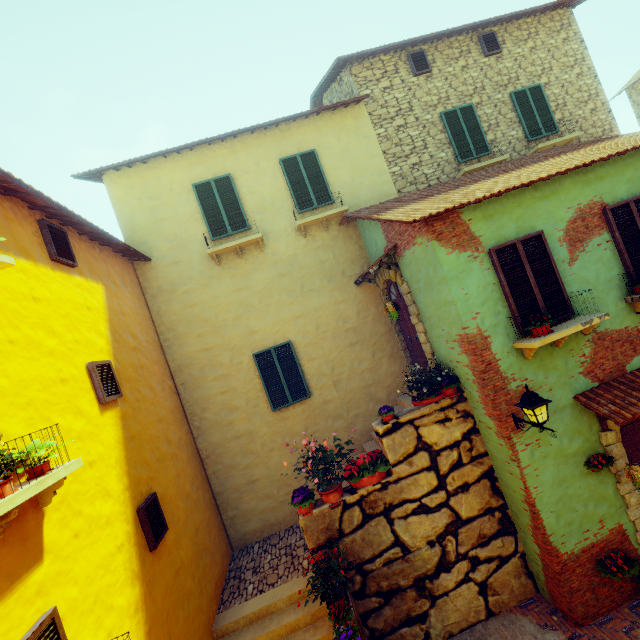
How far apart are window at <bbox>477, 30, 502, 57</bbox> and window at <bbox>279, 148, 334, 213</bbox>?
6.3m

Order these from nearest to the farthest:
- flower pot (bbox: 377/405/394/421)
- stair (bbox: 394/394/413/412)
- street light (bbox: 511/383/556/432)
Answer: street light (bbox: 511/383/556/432), flower pot (bbox: 377/405/394/421), stair (bbox: 394/394/413/412)

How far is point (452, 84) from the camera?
9.9 meters

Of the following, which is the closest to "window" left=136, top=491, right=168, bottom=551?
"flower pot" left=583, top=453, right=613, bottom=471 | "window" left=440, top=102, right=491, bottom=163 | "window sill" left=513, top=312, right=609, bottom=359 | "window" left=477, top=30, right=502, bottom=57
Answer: "window sill" left=513, top=312, right=609, bottom=359

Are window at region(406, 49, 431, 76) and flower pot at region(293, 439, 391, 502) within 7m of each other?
no

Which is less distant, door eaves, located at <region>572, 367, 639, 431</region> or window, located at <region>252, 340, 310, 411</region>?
door eaves, located at <region>572, 367, 639, 431</region>

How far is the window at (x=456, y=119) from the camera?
9.7 meters

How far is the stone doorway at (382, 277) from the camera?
7.31m
